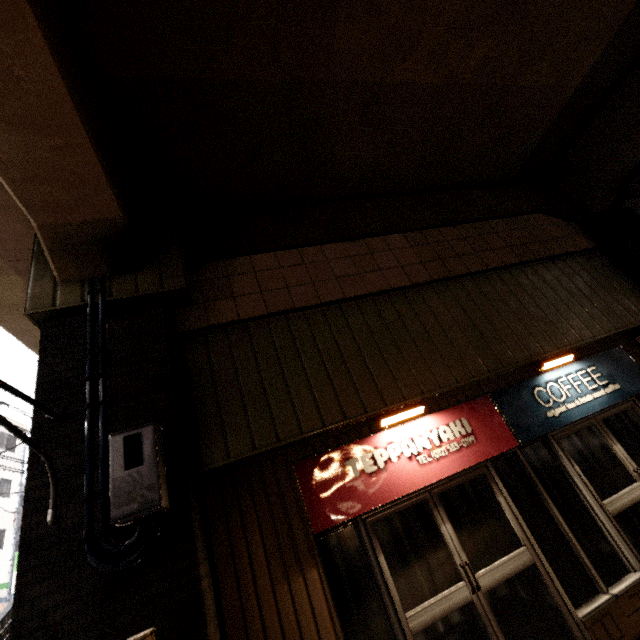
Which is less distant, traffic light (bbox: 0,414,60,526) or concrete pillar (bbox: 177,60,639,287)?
traffic light (bbox: 0,414,60,526)

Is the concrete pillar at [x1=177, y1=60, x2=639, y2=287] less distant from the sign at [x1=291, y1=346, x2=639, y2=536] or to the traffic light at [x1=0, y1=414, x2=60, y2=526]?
the traffic light at [x1=0, y1=414, x2=60, y2=526]

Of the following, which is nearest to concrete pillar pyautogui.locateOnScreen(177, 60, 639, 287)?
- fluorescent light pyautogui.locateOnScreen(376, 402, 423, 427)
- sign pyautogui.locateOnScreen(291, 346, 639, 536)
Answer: sign pyautogui.locateOnScreen(291, 346, 639, 536)

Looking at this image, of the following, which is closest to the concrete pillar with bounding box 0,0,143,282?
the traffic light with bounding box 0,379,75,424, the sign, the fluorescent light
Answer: the traffic light with bounding box 0,379,75,424

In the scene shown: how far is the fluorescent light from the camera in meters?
4.2

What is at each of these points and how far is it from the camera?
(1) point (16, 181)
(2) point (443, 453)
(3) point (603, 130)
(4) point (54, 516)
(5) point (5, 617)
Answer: (1) concrete pillar, 3.3m
(2) sign, 4.1m
(3) concrete pillar, 6.6m
(4) traffic light, 2.7m
(5) stairs, 7.4m

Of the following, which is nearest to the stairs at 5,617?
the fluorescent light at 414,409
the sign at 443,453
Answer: the sign at 443,453

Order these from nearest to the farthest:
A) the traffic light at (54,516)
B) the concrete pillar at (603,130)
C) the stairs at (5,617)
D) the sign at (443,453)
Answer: the traffic light at (54,516)
the sign at (443,453)
the concrete pillar at (603,130)
the stairs at (5,617)
